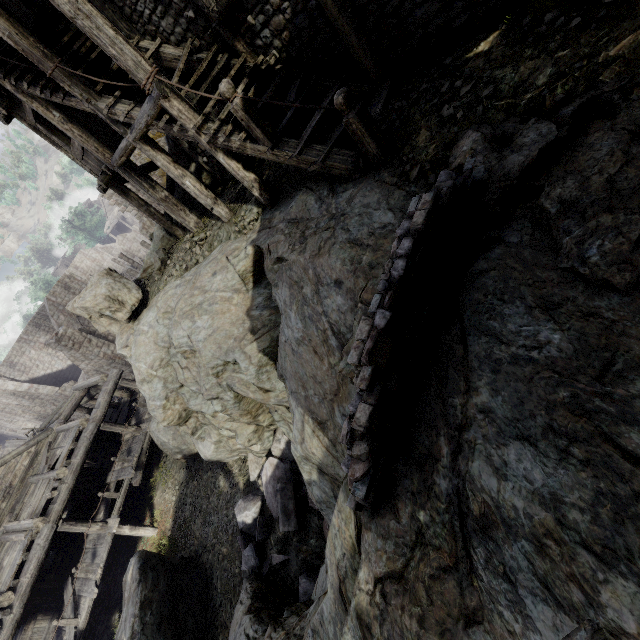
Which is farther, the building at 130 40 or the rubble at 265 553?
the rubble at 265 553

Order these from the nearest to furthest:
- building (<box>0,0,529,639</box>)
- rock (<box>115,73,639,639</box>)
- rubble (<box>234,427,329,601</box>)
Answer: rock (<box>115,73,639,639</box>)
building (<box>0,0,529,639</box>)
rubble (<box>234,427,329,601</box>)

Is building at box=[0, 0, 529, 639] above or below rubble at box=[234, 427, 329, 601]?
above

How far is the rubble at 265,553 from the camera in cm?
787

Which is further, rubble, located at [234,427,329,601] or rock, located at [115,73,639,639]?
rubble, located at [234,427,329,601]

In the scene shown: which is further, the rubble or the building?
the rubble

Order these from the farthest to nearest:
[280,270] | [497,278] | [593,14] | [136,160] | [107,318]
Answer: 1. [136,160]
2. [107,318]
3. [280,270]
4. [593,14]
5. [497,278]

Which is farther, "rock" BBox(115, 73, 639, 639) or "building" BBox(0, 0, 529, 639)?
"building" BBox(0, 0, 529, 639)
